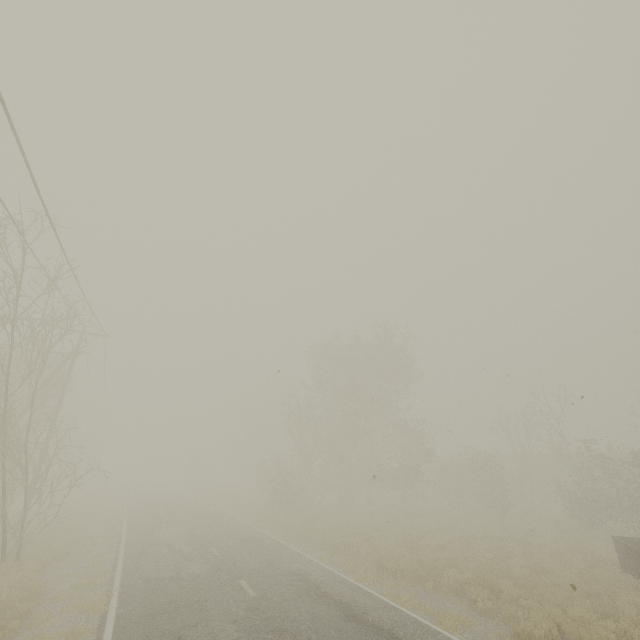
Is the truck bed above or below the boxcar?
below

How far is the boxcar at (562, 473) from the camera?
37.6 meters

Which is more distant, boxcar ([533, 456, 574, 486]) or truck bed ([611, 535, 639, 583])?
boxcar ([533, 456, 574, 486])

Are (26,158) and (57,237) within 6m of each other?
yes

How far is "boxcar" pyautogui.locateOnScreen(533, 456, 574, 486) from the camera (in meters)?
37.62

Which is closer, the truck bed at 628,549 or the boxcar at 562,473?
the truck bed at 628,549
